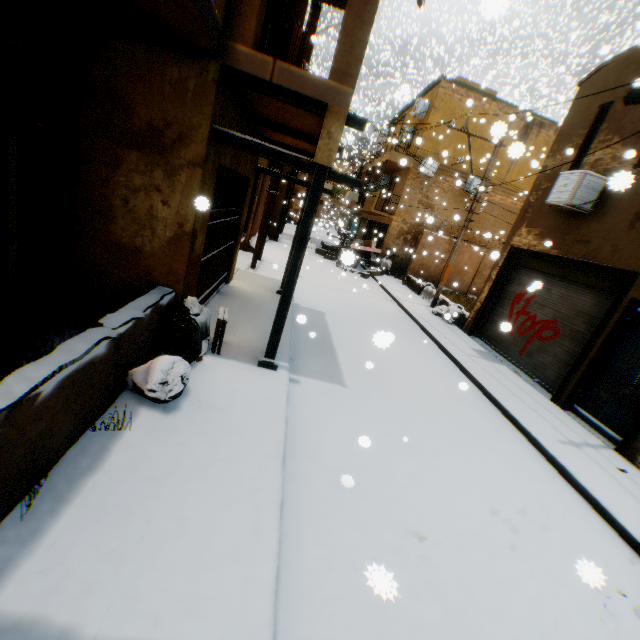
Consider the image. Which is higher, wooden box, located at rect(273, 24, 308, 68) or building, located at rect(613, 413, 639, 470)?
wooden box, located at rect(273, 24, 308, 68)

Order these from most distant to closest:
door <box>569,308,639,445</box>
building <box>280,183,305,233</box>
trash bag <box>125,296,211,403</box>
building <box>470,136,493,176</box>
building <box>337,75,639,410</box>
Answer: building <box>280,183,305,233</box>
building <box>470,136,493,176</box>
building <box>337,75,639,410</box>
door <box>569,308,639,445</box>
trash bag <box>125,296,211,403</box>

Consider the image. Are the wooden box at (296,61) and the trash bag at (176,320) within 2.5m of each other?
no

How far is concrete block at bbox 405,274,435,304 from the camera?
15.6 meters

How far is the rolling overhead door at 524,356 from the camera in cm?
781

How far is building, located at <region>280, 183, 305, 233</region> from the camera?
22.00m

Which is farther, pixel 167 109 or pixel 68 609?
pixel 167 109

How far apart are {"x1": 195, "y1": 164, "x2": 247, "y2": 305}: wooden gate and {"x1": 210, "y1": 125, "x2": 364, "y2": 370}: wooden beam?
0.6m
